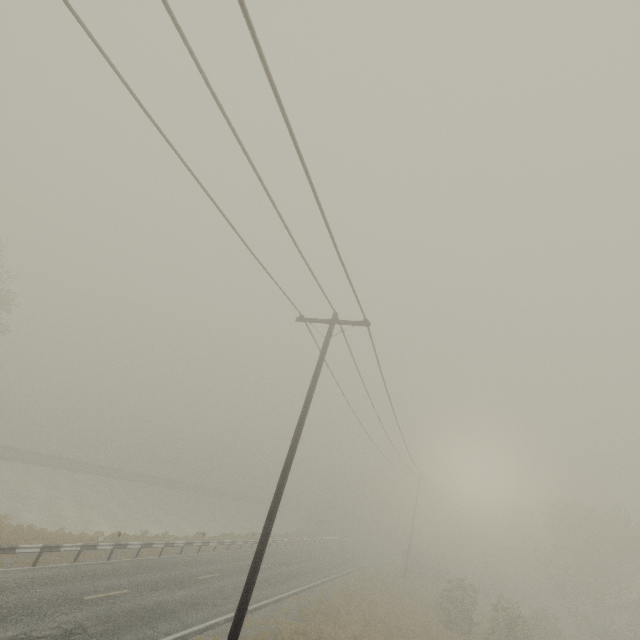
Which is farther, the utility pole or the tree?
the tree

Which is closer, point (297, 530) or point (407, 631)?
point (407, 631)

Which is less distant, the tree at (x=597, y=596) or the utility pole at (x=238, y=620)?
the utility pole at (x=238, y=620)
